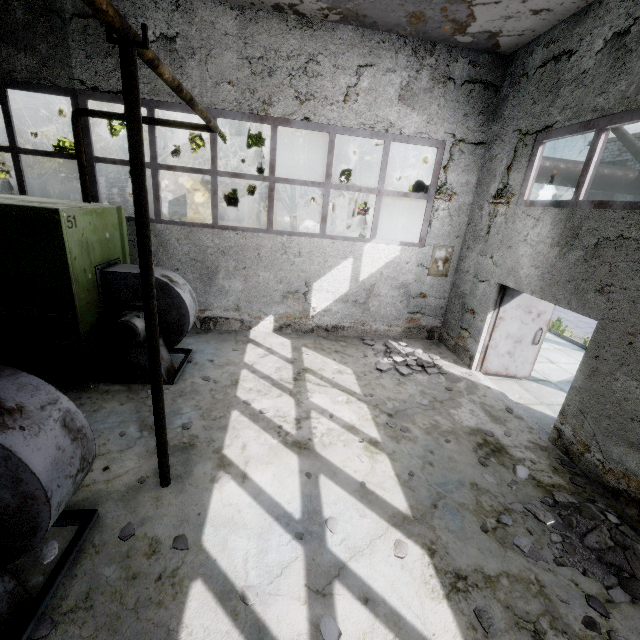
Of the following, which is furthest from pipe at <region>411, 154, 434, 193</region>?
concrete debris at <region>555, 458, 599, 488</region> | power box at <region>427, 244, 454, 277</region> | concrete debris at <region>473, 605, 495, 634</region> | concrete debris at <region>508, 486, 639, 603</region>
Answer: concrete debris at <region>473, 605, 495, 634</region>

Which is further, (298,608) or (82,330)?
(82,330)

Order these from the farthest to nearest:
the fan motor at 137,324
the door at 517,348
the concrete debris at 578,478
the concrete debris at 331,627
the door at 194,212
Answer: the door at 194,212 < the door at 517,348 < the fan motor at 137,324 < the concrete debris at 578,478 < the concrete debris at 331,627

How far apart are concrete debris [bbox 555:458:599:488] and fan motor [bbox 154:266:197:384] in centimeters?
649cm

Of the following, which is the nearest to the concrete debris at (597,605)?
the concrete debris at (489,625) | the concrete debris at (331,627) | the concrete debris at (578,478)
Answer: the concrete debris at (578,478)

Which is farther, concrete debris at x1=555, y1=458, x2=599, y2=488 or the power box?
the power box

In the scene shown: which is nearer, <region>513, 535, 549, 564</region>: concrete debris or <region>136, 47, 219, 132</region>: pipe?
<region>136, 47, 219, 132</region>: pipe

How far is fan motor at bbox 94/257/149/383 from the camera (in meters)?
5.29
